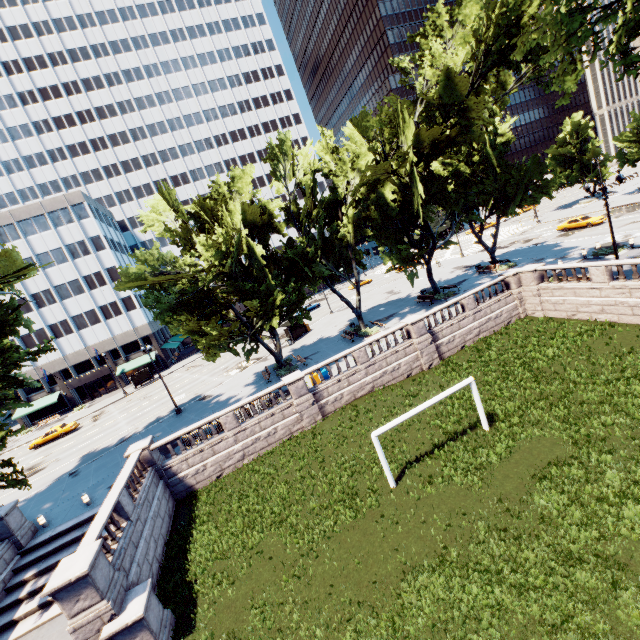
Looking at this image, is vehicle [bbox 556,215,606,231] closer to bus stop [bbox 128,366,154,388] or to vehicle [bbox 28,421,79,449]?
bus stop [bbox 128,366,154,388]

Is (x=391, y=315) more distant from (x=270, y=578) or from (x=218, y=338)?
(x=270, y=578)

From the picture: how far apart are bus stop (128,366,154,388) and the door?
9.5 meters

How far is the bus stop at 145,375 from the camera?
50.96m

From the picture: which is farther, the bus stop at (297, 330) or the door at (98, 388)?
the door at (98, 388)

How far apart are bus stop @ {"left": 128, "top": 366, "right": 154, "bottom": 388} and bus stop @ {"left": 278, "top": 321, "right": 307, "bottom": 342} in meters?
25.5 m

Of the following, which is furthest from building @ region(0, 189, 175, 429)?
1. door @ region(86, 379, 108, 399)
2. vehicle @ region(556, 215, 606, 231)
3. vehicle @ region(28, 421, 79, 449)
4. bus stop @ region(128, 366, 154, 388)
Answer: vehicle @ region(556, 215, 606, 231)

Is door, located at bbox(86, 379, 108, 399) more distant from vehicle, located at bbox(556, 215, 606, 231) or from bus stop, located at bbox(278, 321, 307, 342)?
vehicle, located at bbox(556, 215, 606, 231)
